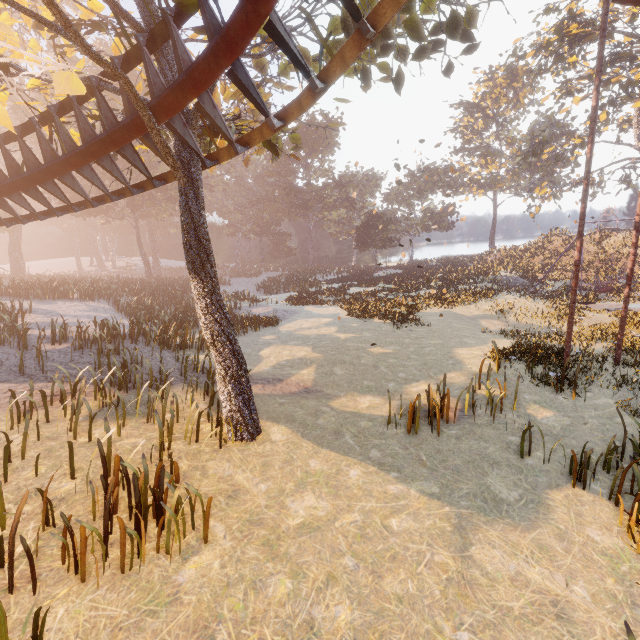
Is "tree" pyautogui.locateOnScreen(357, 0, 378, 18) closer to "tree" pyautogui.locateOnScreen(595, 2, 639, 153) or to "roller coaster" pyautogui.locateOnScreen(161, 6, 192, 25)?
"roller coaster" pyautogui.locateOnScreen(161, 6, 192, 25)

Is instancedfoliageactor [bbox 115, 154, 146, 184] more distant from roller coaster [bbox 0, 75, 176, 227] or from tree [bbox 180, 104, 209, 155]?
roller coaster [bbox 0, 75, 176, 227]

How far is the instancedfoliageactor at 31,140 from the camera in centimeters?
3497cm

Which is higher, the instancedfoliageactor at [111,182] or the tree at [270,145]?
the instancedfoliageactor at [111,182]

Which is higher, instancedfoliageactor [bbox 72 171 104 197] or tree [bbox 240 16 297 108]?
instancedfoliageactor [bbox 72 171 104 197]

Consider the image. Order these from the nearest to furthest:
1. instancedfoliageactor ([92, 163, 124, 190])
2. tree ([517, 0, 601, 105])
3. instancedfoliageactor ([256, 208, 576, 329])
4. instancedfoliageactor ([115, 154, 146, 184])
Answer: instancedfoliageactor ([115, 154, 146, 184]), instancedfoliageactor ([256, 208, 576, 329]), tree ([517, 0, 601, 105]), instancedfoliageactor ([92, 163, 124, 190])

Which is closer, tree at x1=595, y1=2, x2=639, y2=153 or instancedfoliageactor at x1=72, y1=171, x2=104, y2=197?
tree at x1=595, y1=2, x2=639, y2=153

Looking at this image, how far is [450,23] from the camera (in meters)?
6.43
